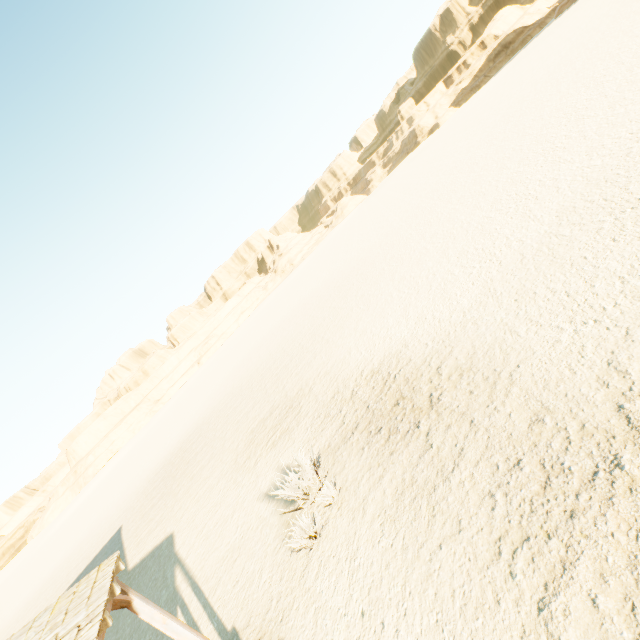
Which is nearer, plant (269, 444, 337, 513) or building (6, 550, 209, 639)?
building (6, 550, 209, 639)

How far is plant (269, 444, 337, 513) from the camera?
7.6 meters

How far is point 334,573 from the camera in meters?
6.1

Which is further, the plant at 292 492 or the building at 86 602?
the plant at 292 492

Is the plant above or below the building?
below

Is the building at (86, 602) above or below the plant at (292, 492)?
above
